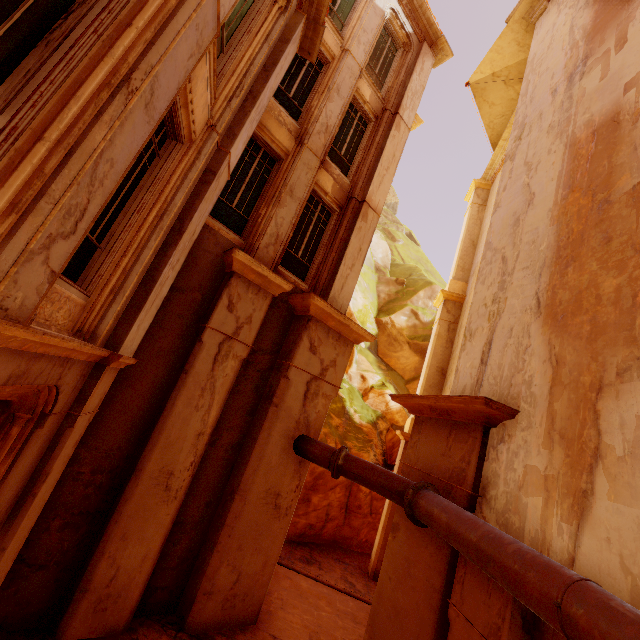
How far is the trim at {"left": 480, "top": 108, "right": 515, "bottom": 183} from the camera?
14.68m

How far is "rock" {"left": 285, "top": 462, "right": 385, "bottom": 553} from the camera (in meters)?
13.24

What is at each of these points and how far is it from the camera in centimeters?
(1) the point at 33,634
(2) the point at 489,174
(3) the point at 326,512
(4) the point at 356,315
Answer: (1) building, 527cm
(2) trim, 1712cm
(3) rock, 1389cm
(4) rock, 2084cm

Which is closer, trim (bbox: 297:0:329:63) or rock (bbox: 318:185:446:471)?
trim (bbox: 297:0:329:63)

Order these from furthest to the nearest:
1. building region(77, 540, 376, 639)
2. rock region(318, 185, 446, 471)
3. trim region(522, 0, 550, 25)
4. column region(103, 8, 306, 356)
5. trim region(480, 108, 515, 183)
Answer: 1. rock region(318, 185, 446, 471)
2. trim region(480, 108, 515, 183)
3. trim region(522, 0, 550, 25)
4. building region(77, 540, 376, 639)
5. column region(103, 8, 306, 356)

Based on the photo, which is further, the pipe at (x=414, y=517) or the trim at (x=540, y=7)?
the trim at (x=540, y=7)

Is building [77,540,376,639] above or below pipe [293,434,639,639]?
below

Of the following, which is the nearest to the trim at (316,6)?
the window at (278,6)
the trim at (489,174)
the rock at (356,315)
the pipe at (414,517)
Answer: the window at (278,6)
